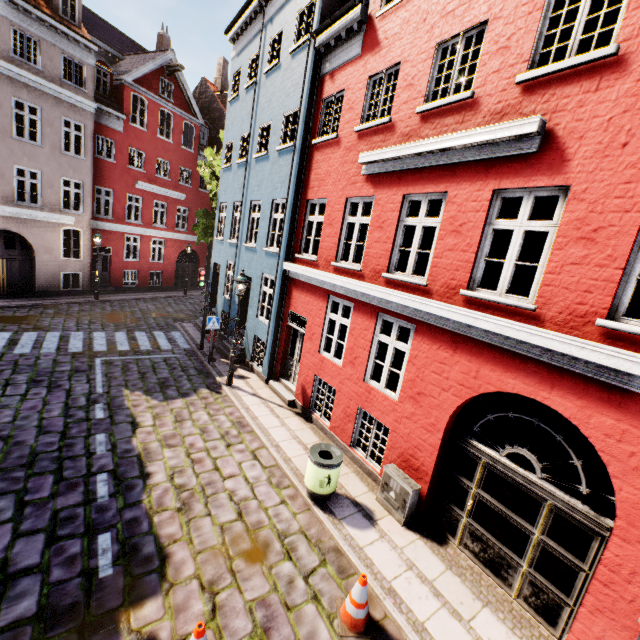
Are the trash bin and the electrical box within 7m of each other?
yes

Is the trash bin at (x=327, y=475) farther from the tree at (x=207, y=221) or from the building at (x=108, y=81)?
the tree at (x=207, y=221)

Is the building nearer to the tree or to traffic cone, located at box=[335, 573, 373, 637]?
traffic cone, located at box=[335, 573, 373, 637]

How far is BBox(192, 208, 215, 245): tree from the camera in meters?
18.3

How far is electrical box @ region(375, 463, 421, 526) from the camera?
6.3m

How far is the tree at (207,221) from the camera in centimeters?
1834cm

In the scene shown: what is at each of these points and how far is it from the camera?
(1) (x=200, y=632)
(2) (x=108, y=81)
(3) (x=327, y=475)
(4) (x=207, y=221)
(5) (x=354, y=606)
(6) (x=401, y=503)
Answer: (1) traffic cone, 3.6m
(2) building, 19.0m
(3) trash bin, 6.3m
(4) tree, 18.5m
(5) traffic cone, 4.5m
(6) electrical box, 6.4m

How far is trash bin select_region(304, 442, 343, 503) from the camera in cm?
632
